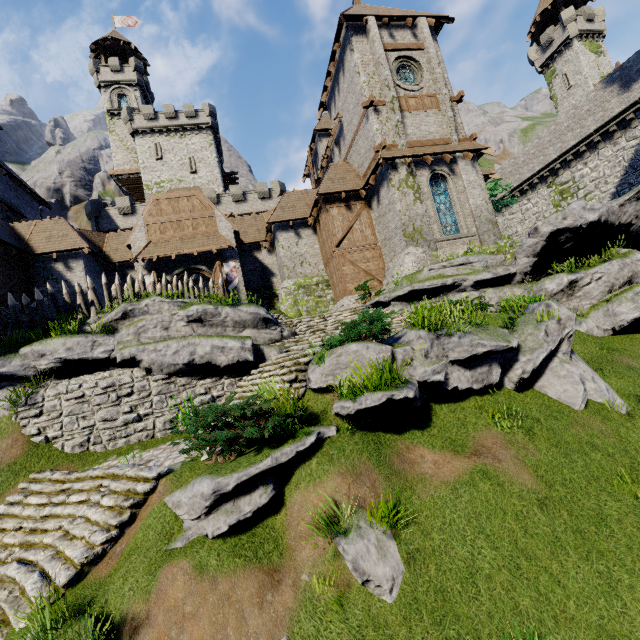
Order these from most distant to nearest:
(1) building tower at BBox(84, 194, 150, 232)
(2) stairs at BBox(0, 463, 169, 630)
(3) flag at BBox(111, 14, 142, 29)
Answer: (3) flag at BBox(111, 14, 142, 29)
(1) building tower at BBox(84, 194, 150, 232)
(2) stairs at BBox(0, 463, 169, 630)

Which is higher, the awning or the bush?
the awning

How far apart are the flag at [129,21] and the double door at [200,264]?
53.3m

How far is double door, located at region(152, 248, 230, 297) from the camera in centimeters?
2022cm

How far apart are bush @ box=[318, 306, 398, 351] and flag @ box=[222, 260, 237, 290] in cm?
1328

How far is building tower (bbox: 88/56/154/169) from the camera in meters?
43.7 m

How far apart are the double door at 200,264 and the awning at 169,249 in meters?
0.5 m

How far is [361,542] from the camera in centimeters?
537cm
